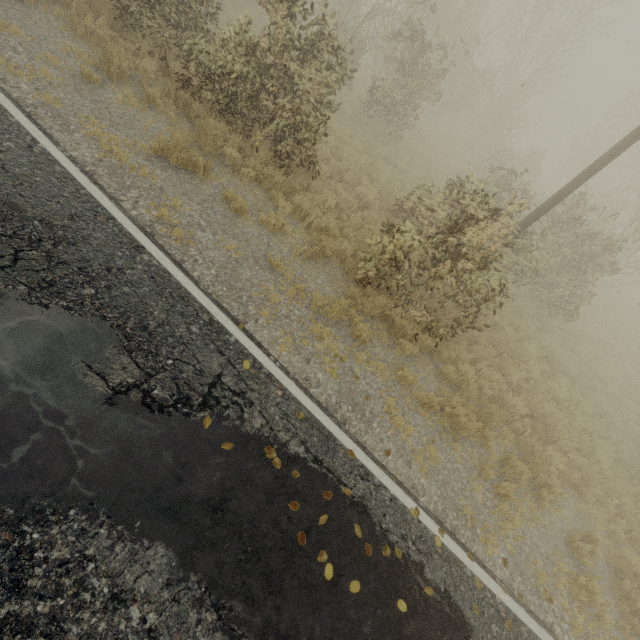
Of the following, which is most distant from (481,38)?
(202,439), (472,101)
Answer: (202,439)
